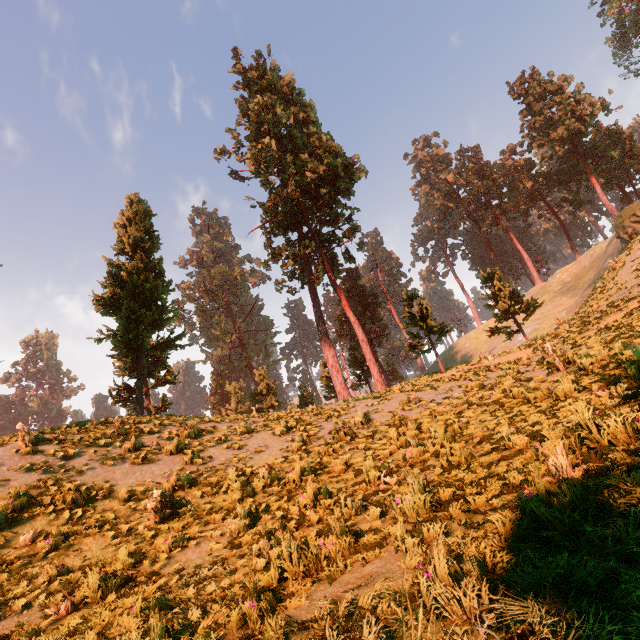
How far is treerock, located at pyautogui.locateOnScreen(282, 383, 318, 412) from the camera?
16.7 meters

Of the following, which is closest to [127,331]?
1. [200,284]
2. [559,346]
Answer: [559,346]

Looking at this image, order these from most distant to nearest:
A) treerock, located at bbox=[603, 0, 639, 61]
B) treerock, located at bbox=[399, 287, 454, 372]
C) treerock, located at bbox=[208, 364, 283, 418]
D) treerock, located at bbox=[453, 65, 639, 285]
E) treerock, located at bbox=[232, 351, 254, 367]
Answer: treerock, located at bbox=[232, 351, 254, 367]
treerock, located at bbox=[603, 0, 639, 61]
treerock, located at bbox=[453, 65, 639, 285]
treerock, located at bbox=[399, 287, 454, 372]
treerock, located at bbox=[208, 364, 283, 418]

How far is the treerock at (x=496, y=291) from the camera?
27.9 meters

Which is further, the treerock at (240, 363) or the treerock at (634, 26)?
the treerock at (240, 363)
